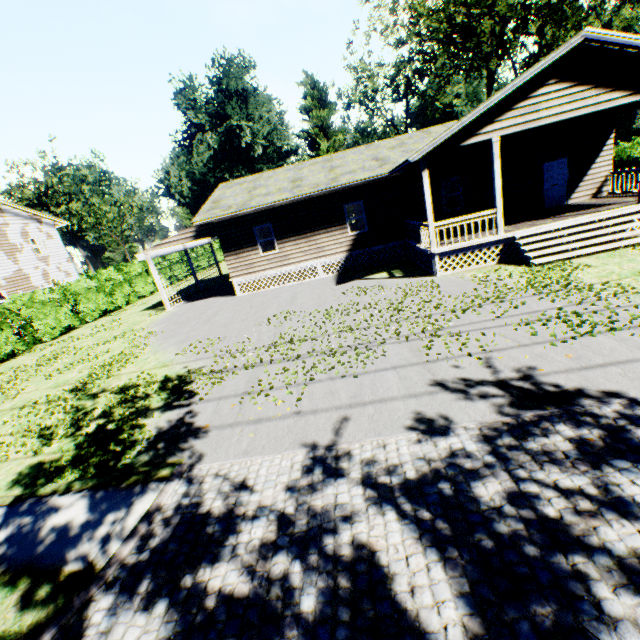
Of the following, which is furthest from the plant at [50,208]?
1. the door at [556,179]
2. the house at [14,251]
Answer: the door at [556,179]

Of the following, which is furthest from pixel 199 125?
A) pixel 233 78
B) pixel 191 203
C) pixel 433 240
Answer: pixel 433 240

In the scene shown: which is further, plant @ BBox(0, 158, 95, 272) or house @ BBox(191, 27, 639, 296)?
plant @ BBox(0, 158, 95, 272)

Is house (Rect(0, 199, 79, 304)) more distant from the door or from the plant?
the door

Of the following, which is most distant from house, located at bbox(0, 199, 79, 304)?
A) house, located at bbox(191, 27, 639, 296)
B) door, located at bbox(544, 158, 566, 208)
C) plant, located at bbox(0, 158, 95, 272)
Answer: door, located at bbox(544, 158, 566, 208)

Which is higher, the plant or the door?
the plant

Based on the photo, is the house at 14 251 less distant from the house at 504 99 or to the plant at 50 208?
the plant at 50 208
